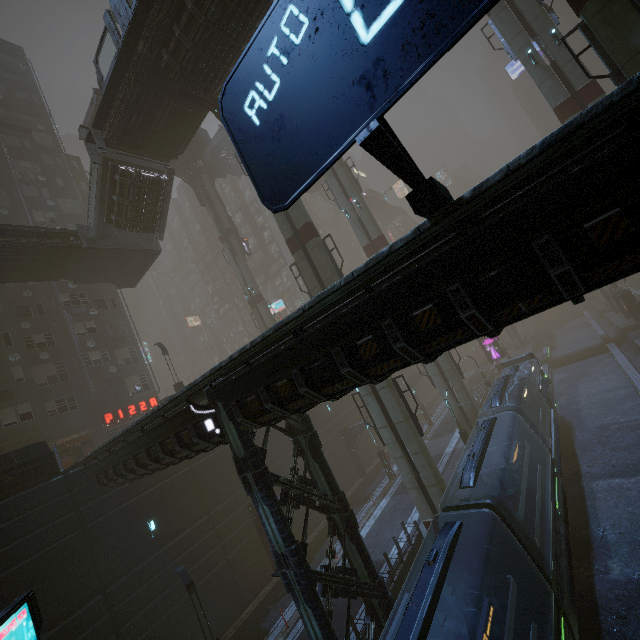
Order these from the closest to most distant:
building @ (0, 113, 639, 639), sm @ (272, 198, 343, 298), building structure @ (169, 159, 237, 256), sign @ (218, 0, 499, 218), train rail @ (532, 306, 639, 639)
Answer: sign @ (218, 0, 499, 218) < building @ (0, 113, 639, 639) < train rail @ (532, 306, 639, 639) < sm @ (272, 198, 343, 298) < building structure @ (169, 159, 237, 256)

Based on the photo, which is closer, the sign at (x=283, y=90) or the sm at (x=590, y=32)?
the sign at (x=283, y=90)

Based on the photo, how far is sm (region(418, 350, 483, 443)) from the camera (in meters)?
25.39

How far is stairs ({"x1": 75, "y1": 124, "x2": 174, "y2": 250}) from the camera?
20.27m

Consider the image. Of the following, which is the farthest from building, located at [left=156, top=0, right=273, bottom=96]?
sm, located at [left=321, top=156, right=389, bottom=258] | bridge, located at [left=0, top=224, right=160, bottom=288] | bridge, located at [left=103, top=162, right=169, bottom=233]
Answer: bridge, located at [left=103, top=162, right=169, bottom=233]

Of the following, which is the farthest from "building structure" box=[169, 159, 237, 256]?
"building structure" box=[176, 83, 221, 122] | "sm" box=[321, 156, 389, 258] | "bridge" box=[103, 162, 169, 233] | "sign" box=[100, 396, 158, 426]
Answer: "building structure" box=[176, 83, 221, 122]

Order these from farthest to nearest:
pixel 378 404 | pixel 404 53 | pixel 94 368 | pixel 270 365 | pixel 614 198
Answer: pixel 94 368, pixel 378 404, pixel 270 365, pixel 614 198, pixel 404 53

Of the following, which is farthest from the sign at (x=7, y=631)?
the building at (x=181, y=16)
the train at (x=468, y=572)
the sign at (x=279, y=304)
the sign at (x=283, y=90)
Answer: the sign at (x=279, y=304)
